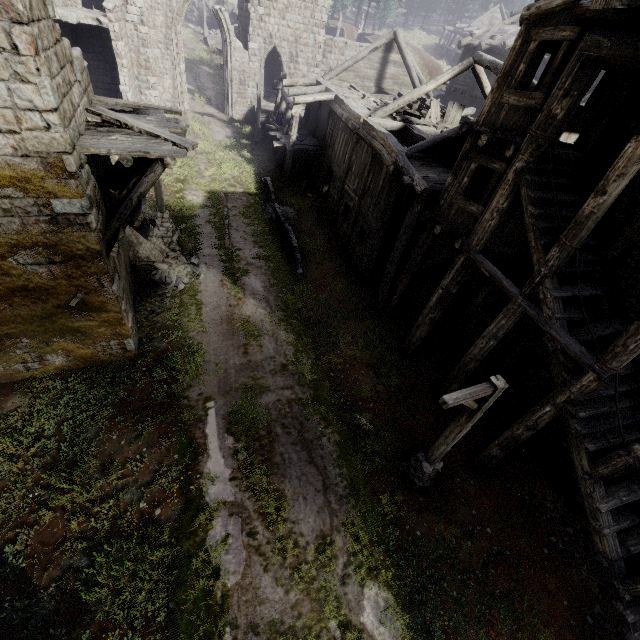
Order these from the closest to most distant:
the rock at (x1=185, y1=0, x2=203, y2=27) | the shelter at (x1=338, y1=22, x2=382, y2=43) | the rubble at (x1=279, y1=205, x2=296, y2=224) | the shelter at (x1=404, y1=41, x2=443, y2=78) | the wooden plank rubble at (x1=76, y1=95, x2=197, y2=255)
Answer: the wooden plank rubble at (x1=76, y1=95, x2=197, y2=255), the rubble at (x1=279, y1=205, x2=296, y2=224), the shelter at (x1=404, y1=41, x2=443, y2=78), the shelter at (x1=338, y1=22, x2=382, y2=43), the rock at (x1=185, y1=0, x2=203, y2=27)

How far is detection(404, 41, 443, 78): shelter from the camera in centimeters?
3806cm

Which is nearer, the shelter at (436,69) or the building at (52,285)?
the building at (52,285)

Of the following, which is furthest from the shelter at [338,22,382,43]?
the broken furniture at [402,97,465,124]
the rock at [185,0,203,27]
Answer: the broken furniture at [402,97,465,124]

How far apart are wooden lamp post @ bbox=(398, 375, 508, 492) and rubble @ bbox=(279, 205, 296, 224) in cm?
1284

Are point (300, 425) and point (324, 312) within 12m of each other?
yes

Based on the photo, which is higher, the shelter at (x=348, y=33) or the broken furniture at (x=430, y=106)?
the shelter at (x=348, y=33)

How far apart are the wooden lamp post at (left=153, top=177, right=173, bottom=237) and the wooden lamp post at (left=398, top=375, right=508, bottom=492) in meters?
13.1 m
